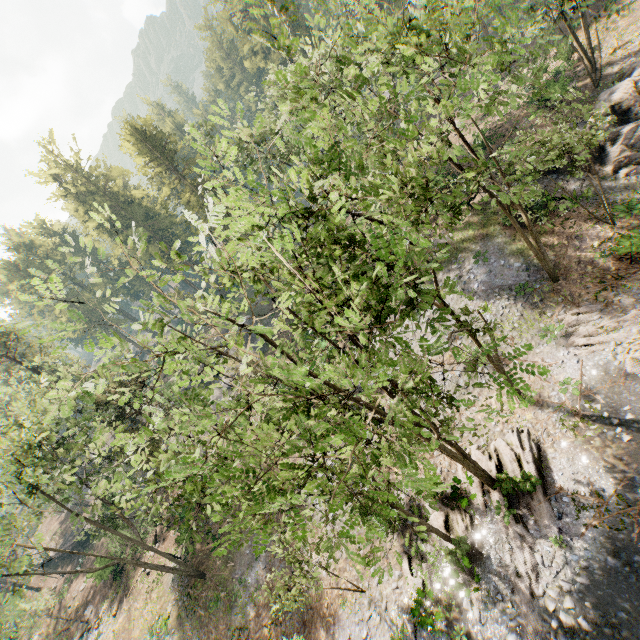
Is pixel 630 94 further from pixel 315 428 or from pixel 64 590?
pixel 64 590

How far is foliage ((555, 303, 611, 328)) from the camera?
18.81m

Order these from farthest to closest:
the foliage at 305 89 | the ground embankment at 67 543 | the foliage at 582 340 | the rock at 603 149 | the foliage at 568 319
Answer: the ground embankment at 67 543 → the rock at 603 149 → the foliage at 568 319 → the foliage at 582 340 → the foliage at 305 89

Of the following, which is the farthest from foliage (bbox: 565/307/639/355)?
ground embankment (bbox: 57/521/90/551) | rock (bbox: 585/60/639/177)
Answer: rock (bbox: 585/60/639/177)

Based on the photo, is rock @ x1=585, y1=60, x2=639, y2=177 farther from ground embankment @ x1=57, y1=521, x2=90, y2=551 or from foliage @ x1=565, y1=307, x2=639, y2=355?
ground embankment @ x1=57, y1=521, x2=90, y2=551

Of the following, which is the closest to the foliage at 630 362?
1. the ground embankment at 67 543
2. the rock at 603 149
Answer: the ground embankment at 67 543

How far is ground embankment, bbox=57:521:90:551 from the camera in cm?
4319
